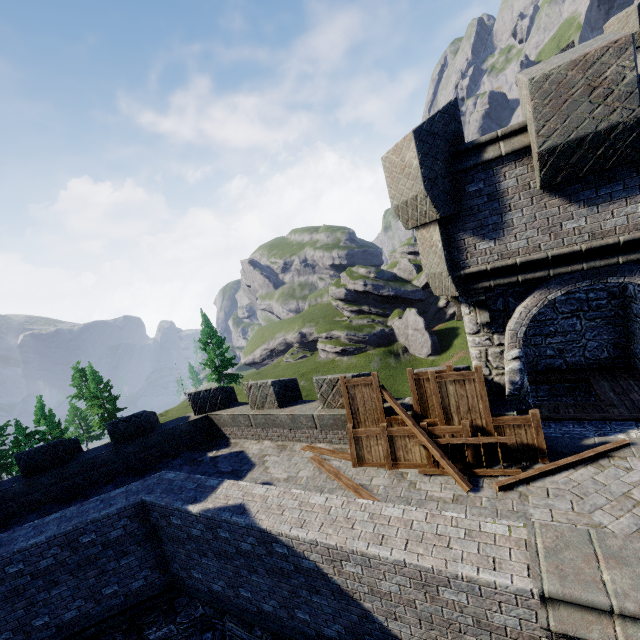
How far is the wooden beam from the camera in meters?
6.5 m

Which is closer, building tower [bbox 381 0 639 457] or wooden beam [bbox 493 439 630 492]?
building tower [bbox 381 0 639 457]

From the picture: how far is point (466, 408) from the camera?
7.5m

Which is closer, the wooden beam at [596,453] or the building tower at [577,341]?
the building tower at [577,341]

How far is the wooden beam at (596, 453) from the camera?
6.5m
